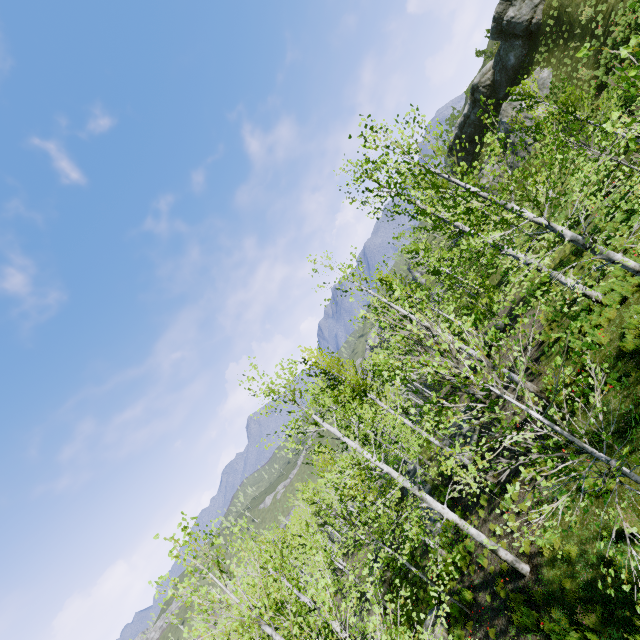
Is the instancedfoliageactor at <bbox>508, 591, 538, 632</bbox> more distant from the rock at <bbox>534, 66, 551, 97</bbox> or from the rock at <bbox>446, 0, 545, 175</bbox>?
the rock at <bbox>446, 0, 545, 175</bbox>

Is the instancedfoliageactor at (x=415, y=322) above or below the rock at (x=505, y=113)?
below

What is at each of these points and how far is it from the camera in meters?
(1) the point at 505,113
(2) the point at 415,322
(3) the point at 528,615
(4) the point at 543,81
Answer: (1) rock, 32.8
(2) instancedfoliageactor, 4.6
(3) instancedfoliageactor, 8.4
(4) rock, 29.1

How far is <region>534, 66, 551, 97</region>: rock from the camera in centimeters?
2880cm

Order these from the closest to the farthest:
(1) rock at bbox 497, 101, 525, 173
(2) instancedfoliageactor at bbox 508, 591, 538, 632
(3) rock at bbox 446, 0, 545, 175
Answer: (2) instancedfoliageactor at bbox 508, 591, 538, 632
(3) rock at bbox 446, 0, 545, 175
(1) rock at bbox 497, 101, 525, 173

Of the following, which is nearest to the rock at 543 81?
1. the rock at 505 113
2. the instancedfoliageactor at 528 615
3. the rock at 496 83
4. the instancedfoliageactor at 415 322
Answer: the rock at 505 113

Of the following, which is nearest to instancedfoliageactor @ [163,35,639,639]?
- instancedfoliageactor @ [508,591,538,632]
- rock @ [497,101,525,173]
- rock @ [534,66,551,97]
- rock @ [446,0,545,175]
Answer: instancedfoliageactor @ [508,591,538,632]
